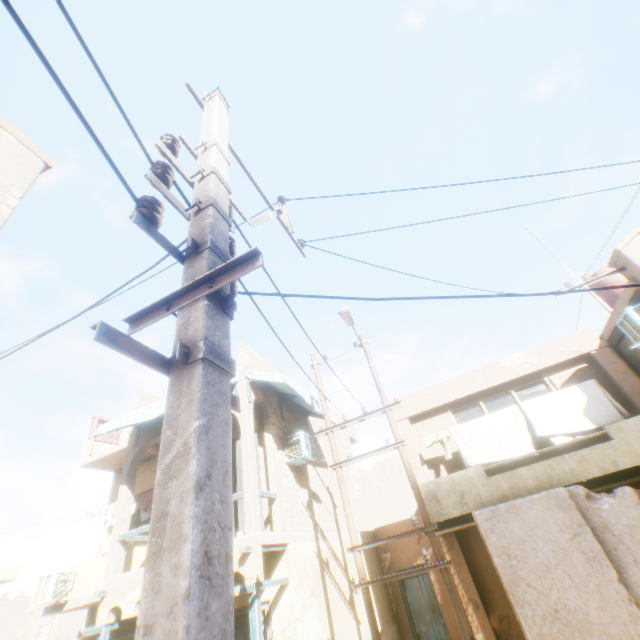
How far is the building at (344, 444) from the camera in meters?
15.4

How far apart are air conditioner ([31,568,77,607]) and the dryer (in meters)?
1.42

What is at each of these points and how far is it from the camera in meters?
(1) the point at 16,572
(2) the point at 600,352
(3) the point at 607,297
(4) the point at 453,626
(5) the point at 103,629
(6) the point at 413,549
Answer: (1) building, 29.8
(2) building, 9.7
(3) water tank, 12.1
(4) building, 12.2
(5) wooden beam, 7.9
(6) building, 13.9

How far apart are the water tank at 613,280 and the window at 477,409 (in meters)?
4.59

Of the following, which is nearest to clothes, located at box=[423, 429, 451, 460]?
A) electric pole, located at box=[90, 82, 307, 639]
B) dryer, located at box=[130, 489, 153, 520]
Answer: electric pole, located at box=[90, 82, 307, 639]

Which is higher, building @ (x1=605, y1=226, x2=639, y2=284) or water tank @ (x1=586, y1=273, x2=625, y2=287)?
water tank @ (x1=586, y1=273, x2=625, y2=287)

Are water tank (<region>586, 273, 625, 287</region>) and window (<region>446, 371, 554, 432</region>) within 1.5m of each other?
no

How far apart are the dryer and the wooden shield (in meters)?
2.22
